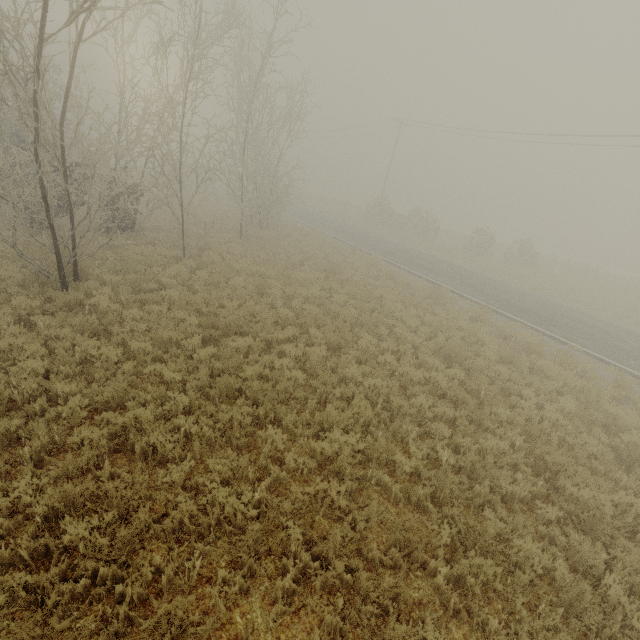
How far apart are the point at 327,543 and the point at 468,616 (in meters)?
2.03
